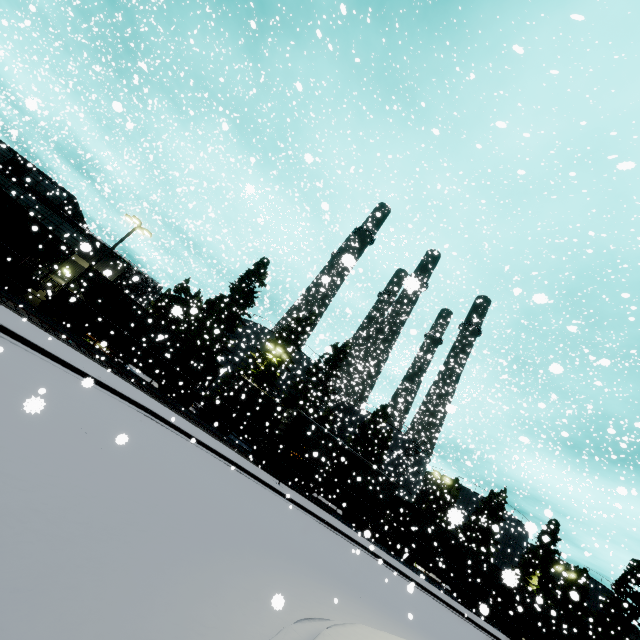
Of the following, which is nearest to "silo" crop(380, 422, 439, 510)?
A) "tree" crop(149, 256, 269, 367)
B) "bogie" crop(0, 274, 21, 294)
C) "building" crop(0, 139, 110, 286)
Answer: "tree" crop(149, 256, 269, 367)

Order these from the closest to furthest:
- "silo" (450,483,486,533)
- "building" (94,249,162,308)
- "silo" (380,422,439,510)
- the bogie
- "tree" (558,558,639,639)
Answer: "silo" (450,483,486,533) → the bogie → "building" (94,249,162,308) → "silo" (380,422,439,510) → "tree" (558,558,639,639)

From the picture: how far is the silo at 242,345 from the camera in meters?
37.9

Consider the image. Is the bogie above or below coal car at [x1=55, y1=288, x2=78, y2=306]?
below

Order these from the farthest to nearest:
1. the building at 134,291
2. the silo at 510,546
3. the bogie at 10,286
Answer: the silo at 510,546 < the building at 134,291 < the bogie at 10,286

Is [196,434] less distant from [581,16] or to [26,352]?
[26,352]

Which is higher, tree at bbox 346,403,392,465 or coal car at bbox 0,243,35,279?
tree at bbox 346,403,392,465

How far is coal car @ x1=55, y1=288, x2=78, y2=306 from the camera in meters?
12.7
